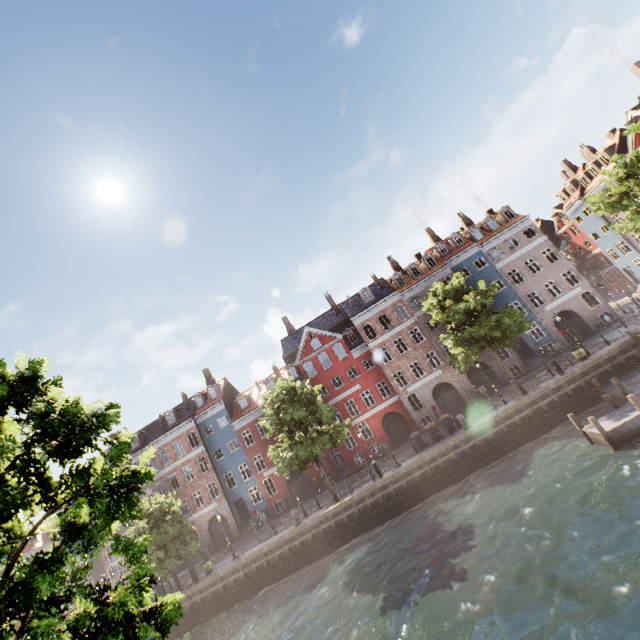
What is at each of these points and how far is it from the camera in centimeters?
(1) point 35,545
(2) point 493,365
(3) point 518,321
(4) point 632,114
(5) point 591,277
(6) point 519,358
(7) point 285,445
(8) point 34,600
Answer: (1) building, 4319cm
(2) building, 3206cm
(3) tree, 2388cm
(4) building, 3066cm
(5) tree, 4722cm
(6) building, 3198cm
(7) tree, 2491cm
(8) tree, 488cm

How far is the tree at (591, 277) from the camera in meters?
47.6 m

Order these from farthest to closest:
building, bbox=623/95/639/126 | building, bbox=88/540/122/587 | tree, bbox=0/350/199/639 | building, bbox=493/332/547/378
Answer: building, bbox=88/540/122/587, building, bbox=493/332/547/378, building, bbox=623/95/639/126, tree, bbox=0/350/199/639

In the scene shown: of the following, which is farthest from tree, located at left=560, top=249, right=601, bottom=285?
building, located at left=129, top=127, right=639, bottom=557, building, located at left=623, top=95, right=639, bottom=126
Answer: building, located at left=129, top=127, right=639, bottom=557

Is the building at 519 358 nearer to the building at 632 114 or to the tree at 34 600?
the tree at 34 600

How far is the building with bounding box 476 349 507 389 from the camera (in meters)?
31.73
